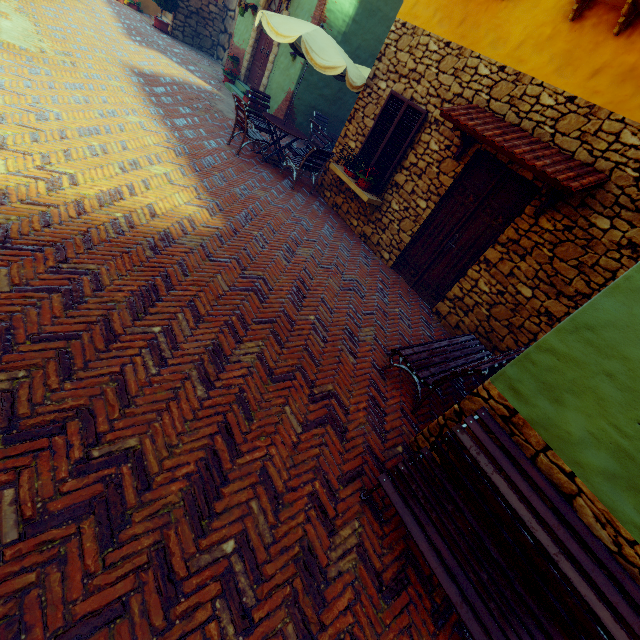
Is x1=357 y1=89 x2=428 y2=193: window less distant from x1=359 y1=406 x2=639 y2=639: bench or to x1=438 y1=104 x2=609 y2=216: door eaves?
x1=438 y1=104 x2=609 y2=216: door eaves

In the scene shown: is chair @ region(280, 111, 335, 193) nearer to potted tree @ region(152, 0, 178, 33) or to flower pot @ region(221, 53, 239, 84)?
flower pot @ region(221, 53, 239, 84)

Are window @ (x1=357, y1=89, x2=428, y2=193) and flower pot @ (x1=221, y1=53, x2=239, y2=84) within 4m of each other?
no

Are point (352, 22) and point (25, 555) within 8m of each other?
no

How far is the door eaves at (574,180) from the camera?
4.11m

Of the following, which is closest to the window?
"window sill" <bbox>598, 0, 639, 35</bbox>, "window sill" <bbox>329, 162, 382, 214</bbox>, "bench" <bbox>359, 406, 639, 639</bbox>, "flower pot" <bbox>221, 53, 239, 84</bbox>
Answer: "window sill" <bbox>329, 162, 382, 214</bbox>

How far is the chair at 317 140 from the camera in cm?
729

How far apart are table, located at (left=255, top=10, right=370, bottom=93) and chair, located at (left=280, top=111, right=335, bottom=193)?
1.1 meters
